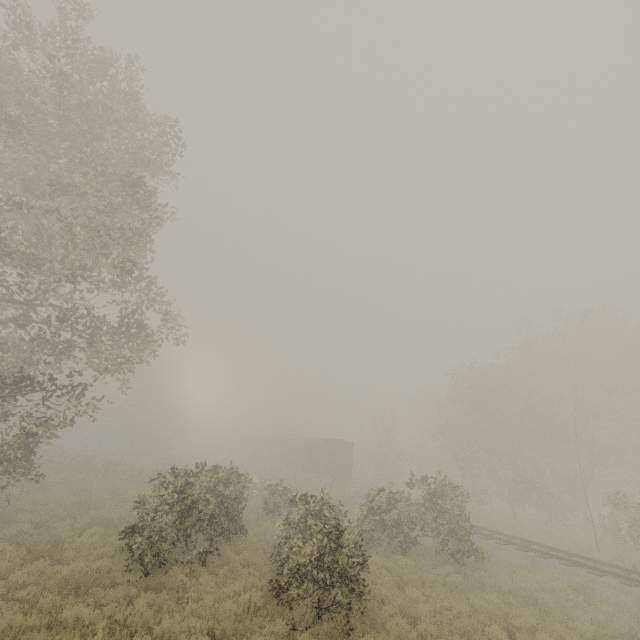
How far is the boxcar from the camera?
34.9 meters

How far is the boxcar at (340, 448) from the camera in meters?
34.9 m

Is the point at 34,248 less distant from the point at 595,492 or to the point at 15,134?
the point at 15,134
